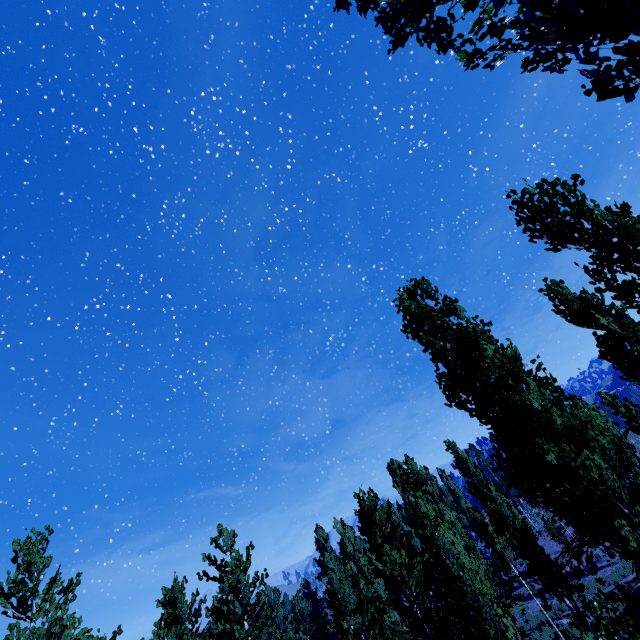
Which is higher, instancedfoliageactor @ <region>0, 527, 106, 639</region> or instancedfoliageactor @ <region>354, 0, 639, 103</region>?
instancedfoliageactor @ <region>0, 527, 106, 639</region>

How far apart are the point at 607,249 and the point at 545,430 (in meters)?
12.95

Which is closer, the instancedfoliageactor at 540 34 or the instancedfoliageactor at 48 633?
the instancedfoliageactor at 540 34

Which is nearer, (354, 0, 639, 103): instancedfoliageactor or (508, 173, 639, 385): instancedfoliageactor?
(354, 0, 639, 103): instancedfoliageactor

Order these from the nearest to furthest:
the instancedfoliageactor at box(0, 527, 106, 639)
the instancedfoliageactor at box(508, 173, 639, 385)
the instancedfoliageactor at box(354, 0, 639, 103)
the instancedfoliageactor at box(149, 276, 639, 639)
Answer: the instancedfoliageactor at box(354, 0, 639, 103) → the instancedfoliageactor at box(508, 173, 639, 385) → the instancedfoliageactor at box(149, 276, 639, 639) → the instancedfoliageactor at box(0, 527, 106, 639)
